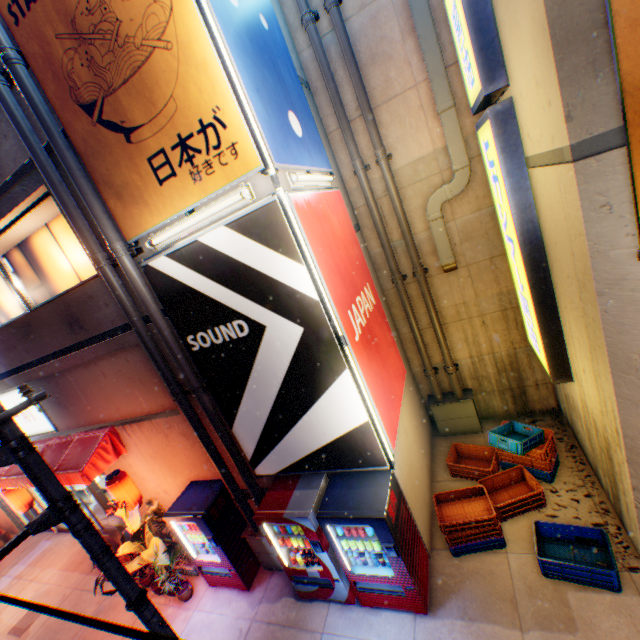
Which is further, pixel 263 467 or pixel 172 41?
pixel 263 467

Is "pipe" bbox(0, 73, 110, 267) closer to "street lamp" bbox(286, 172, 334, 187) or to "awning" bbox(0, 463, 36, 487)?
"awning" bbox(0, 463, 36, 487)

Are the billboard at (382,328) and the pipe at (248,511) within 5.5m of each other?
yes

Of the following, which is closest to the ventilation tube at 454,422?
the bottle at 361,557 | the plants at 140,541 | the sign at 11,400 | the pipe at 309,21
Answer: the pipe at 309,21

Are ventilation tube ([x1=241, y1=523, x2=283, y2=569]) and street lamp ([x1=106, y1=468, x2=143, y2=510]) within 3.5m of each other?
yes

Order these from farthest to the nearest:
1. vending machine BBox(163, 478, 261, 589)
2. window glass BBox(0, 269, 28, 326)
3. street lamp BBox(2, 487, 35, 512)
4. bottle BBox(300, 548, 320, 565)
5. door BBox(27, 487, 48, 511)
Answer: door BBox(27, 487, 48, 511), street lamp BBox(2, 487, 35, 512), window glass BBox(0, 269, 28, 326), vending machine BBox(163, 478, 261, 589), bottle BBox(300, 548, 320, 565)

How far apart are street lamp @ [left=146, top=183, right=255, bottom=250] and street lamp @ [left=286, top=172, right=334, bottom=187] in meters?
0.7

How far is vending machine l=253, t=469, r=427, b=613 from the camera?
4.75m
